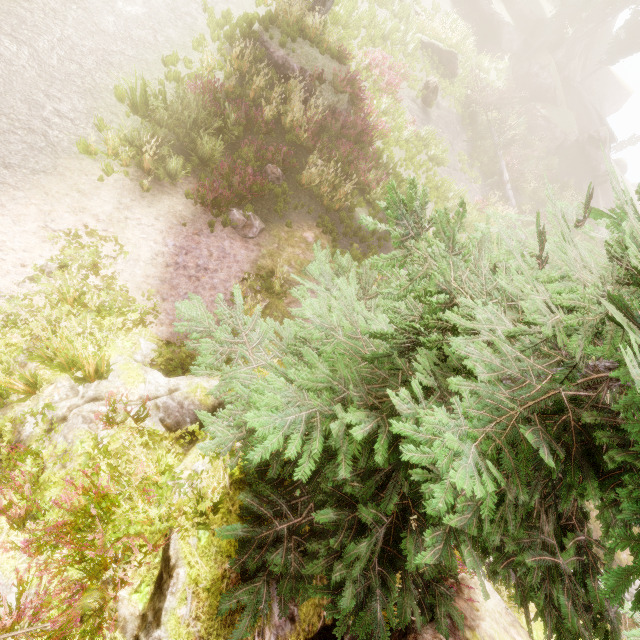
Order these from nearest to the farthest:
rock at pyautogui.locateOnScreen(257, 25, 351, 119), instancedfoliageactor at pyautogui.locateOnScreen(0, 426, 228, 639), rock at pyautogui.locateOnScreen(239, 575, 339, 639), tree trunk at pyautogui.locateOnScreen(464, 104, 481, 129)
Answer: instancedfoliageactor at pyautogui.locateOnScreen(0, 426, 228, 639), rock at pyautogui.locateOnScreen(239, 575, 339, 639), rock at pyautogui.locateOnScreen(257, 25, 351, 119), tree trunk at pyautogui.locateOnScreen(464, 104, 481, 129)

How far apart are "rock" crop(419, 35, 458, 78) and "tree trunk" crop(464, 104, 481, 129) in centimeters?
194cm

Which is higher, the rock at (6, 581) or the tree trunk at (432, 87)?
the rock at (6, 581)

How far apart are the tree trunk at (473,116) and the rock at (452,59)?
1.9 meters

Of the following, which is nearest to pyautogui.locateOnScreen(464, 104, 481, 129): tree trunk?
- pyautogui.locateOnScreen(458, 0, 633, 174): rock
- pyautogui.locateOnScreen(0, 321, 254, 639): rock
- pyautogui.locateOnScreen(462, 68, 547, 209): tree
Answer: pyautogui.locateOnScreen(462, 68, 547, 209): tree

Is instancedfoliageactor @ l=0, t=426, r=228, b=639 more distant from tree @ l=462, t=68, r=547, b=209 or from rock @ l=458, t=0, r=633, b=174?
tree @ l=462, t=68, r=547, b=209

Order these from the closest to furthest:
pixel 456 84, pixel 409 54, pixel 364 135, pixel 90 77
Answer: pixel 90 77 < pixel 364 135 < pixel 409 54 < pixel 456 84

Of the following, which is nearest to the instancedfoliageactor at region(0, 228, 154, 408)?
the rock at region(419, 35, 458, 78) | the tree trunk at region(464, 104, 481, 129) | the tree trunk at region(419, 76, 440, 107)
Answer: the rock at region(419, 35, 458, 78)
